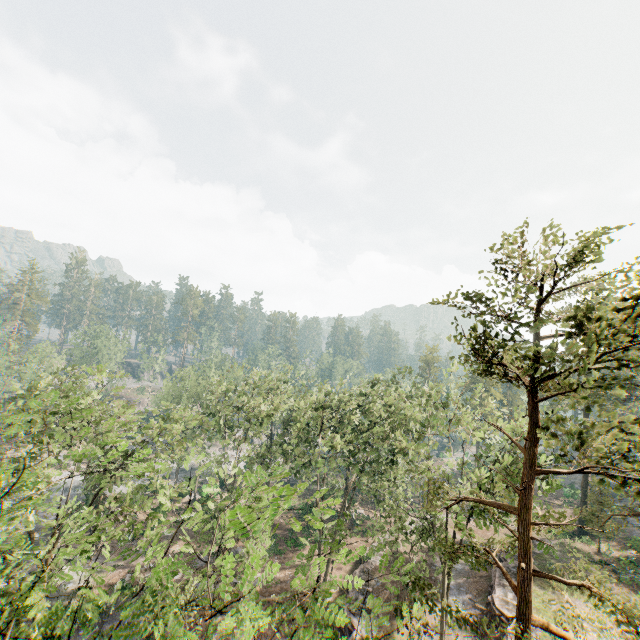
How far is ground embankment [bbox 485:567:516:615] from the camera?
24.50m

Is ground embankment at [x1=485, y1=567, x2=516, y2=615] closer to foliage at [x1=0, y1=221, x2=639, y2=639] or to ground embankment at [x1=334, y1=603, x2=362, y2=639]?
foliage at [x1=0, y1=221, x2=639, y2=639]

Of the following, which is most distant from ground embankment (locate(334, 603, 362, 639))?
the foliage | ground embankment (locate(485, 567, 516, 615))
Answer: ground embankment (locate(485, 567, 516, 615))

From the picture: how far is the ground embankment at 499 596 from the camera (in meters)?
24.50

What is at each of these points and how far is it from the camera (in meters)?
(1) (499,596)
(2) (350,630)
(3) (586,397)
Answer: (1) ground embankment, 25.86
(2) ground embankment, 25.02
(3) foliage, 9.56

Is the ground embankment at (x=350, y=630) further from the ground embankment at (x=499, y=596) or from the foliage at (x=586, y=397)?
the ground embankment at (x=499, y=596)

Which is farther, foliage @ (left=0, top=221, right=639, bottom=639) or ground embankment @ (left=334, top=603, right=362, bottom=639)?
ground embankment @ (left=334, top=603, right=362, bottom=639)
